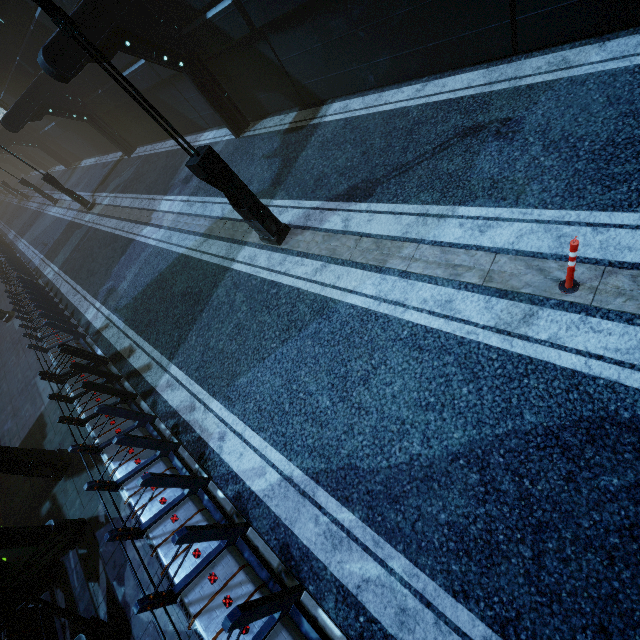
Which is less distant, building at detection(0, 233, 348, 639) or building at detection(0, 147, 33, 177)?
building at detection(0, 233, 348, 639)

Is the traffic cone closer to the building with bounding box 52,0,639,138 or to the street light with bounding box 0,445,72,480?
the building with bounding box 52,0,639,138

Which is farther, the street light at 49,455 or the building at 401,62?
the street light at 49,455

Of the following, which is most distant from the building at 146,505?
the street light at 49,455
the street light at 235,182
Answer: the street light at 235,182

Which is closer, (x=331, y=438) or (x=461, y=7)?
(x=331, y=438)

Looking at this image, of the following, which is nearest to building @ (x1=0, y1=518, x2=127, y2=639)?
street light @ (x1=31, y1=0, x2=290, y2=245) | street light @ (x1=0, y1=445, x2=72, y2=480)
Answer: street light @ (x1=0, y1=445, x2=72, y2=480)

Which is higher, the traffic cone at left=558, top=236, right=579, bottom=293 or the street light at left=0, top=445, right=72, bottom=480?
the street light at left=0, top=445, right=72, bottom=480

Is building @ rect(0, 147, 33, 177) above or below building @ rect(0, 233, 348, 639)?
above
